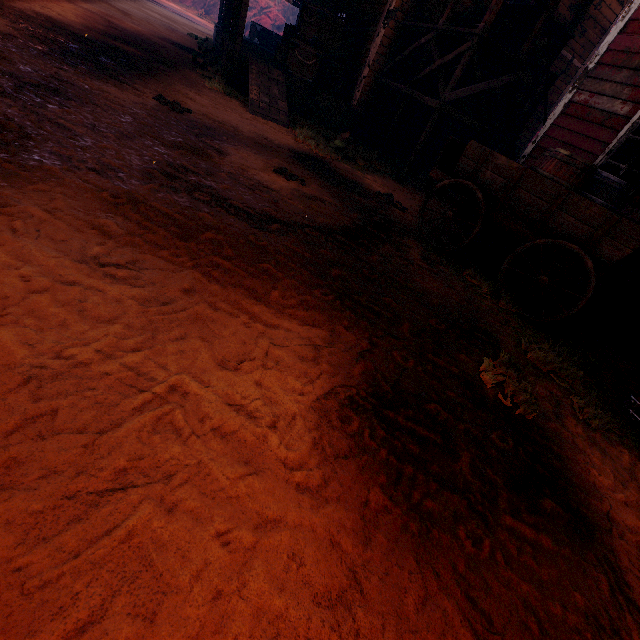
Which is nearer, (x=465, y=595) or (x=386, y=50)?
(x=465, y=595)

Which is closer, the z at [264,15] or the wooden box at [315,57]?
the wooden box at [315,57]

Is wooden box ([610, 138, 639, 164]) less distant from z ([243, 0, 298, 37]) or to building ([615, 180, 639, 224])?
building ([615, 180, 639, 224])

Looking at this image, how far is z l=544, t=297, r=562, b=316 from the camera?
5.37m

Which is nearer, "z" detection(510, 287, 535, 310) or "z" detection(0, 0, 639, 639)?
"z" detection(0, 0, 639, 639)

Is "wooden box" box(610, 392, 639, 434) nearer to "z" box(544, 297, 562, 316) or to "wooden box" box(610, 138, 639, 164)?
"z" box(544, 297, 562, 316)

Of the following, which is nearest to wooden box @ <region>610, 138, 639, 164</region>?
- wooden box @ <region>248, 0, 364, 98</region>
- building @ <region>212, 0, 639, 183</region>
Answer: building @ <region>212, 0, 639, 183</region>

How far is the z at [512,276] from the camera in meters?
5.7
